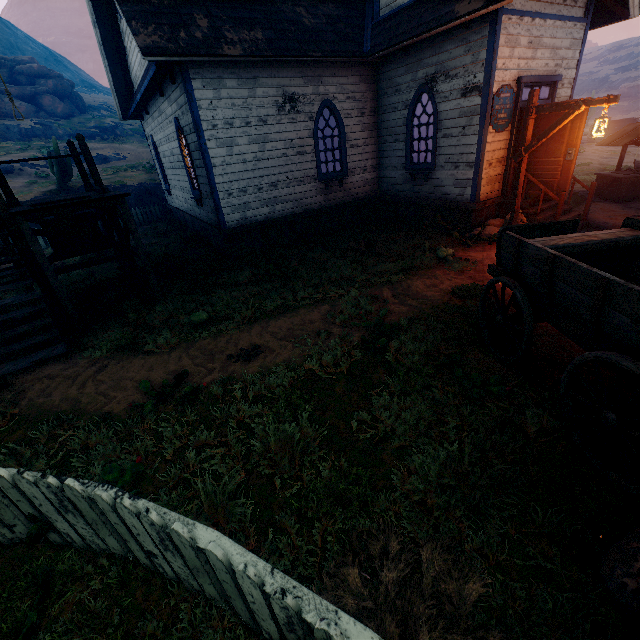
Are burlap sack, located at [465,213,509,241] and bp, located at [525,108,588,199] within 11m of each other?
yes

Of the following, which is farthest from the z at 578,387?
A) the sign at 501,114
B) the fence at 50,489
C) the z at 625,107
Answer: the z at 625,107

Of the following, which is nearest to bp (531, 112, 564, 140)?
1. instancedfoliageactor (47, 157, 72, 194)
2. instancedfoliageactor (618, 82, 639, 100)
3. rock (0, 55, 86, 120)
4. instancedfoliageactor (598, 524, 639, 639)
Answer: instancedfoliageactor (598, 524, 639, 639)

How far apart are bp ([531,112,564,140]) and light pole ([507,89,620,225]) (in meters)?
1.14

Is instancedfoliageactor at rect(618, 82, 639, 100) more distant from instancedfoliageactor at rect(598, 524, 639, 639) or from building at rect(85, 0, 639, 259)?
instancedfoliageactor at rect(598, 524, 639, 639)

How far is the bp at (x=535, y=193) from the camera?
8.62m

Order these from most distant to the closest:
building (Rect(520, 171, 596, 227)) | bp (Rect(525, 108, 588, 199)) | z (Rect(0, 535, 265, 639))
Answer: building (Rect(520, 171, 596, 227)) < bp (Rect(525, 108, 588, 199)) < z (Rect(0, 535, 265, 639))

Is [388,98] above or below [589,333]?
above
